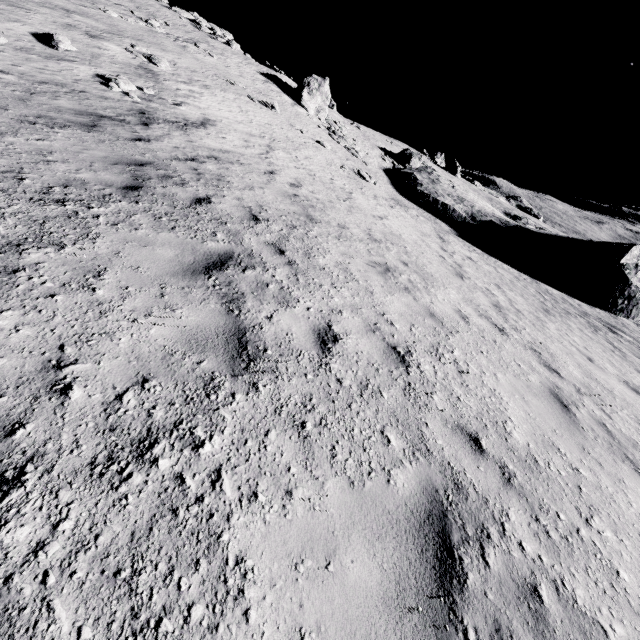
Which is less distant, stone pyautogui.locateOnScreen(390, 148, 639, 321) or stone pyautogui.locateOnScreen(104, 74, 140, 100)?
stone pyautogui.locateOnScreen(104, 74, 140, 100)

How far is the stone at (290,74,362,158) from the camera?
28.35m

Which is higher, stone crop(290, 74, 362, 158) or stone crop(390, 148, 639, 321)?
stone crop(290, 74, 362, 158)

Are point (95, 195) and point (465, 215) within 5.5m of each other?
no

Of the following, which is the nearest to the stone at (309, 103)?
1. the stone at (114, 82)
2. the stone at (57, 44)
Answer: the stone at (114, 82)

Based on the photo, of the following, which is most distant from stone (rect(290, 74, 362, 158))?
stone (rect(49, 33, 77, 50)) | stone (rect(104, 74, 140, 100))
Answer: stone (rect(49, 33, 77, 50))

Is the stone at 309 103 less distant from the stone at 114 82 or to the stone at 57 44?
the stone at 114 82
